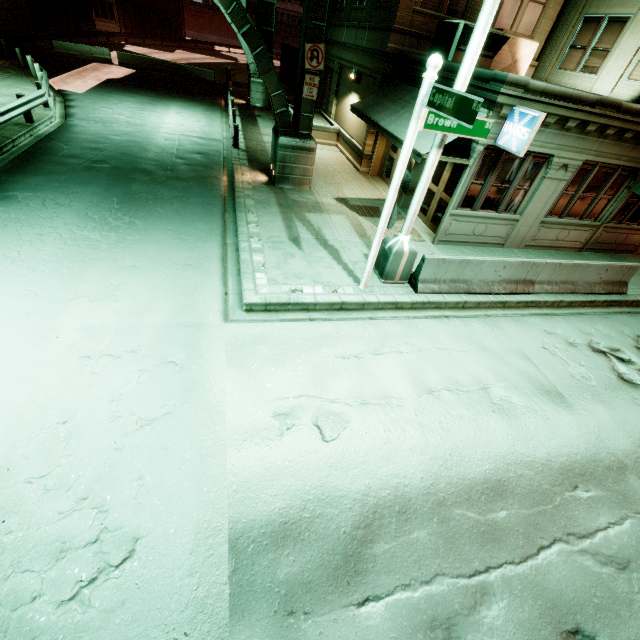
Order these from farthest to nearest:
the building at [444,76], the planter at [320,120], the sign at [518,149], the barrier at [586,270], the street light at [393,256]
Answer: the planter at [320,120] < the building at [444,76] < the barrier at [586,270] < the sign at [518,149] < the street light at [393,256]

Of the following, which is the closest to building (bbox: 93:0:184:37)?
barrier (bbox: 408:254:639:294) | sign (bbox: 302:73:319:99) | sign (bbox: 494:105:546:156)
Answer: sign (bbox: 302:73:319:99)

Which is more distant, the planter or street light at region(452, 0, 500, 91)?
the planter

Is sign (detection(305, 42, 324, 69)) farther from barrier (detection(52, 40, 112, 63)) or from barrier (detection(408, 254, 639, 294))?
barrier (detection(52, 40, 112, 63))

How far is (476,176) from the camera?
9.9m

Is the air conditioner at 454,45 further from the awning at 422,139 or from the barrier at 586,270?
the barrier at 586,270

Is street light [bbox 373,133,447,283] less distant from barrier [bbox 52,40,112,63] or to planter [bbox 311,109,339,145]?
planter [bbox 311,109,339,145]

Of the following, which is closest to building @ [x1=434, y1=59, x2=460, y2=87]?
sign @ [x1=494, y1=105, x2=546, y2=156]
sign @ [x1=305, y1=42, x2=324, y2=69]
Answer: sign @ [x1=494, y1=105, x2=546, y2=156]
